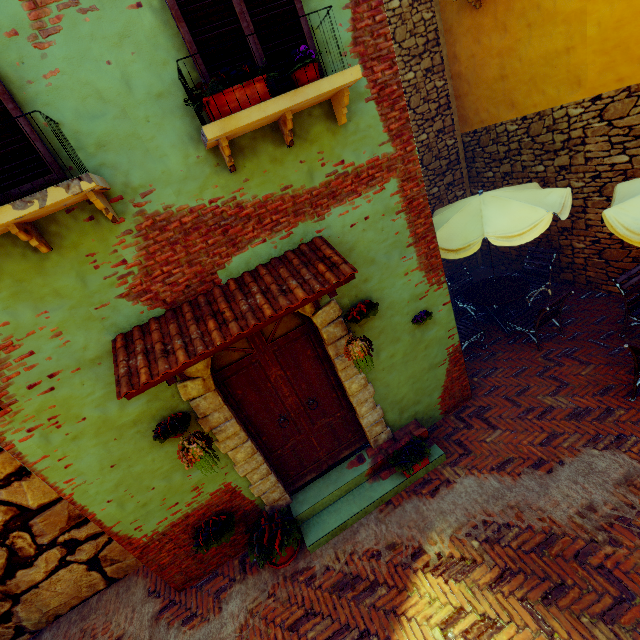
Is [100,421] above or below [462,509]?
above

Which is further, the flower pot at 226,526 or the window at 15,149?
the flower pot at 226,526

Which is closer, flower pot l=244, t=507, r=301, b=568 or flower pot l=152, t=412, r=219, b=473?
flower pot l=152, t=412, r=219, b=473

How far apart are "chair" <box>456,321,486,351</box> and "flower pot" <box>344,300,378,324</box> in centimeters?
228cm

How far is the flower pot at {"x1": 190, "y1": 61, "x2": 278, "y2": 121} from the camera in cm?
263

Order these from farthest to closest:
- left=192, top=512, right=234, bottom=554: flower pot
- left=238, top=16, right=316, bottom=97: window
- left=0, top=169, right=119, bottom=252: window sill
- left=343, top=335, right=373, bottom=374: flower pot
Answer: left=192, top=512, right=234, bottom=554: flower pot → left=343, top=335, right=373, bottom=374: flower pot → left=238, top=16, right=316, bottom=97: window → left=0, top=169, right=119, bottom=252: window sill

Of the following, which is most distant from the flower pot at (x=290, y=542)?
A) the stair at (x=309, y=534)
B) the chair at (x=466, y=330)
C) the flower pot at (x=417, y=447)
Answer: the chair at (x=466, y=330)

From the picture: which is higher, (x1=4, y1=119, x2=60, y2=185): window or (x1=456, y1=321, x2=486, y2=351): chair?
(x1=4, y1=119, x2=60, y2=185): window
